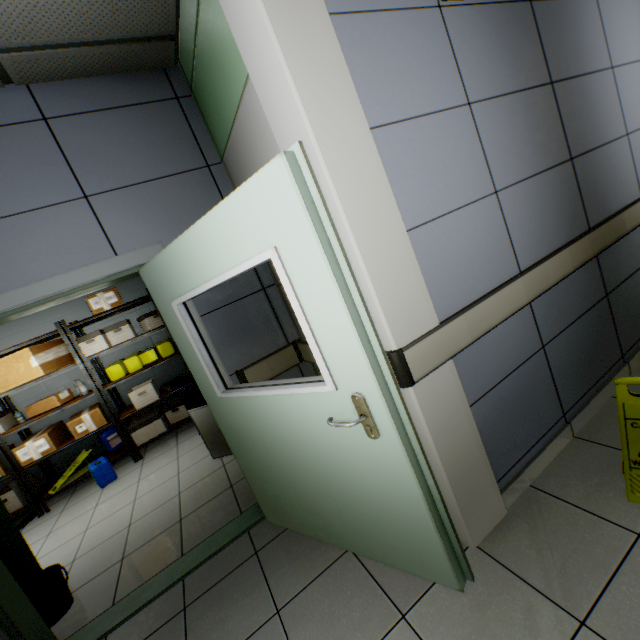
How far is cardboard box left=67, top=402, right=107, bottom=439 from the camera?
4.4m

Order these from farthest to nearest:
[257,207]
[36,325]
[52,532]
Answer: [36,325]
[52,532]
[257,207]

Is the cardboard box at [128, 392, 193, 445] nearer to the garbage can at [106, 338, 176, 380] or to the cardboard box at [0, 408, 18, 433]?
the garbage can at [106, 338, 176, 380]

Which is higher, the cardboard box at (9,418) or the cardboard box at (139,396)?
the cardboard box at (9,418)

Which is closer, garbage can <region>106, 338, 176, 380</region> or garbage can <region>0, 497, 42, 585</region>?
garbage can <region>0, 497, 42, 585</region>

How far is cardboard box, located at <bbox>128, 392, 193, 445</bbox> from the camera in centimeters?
474cm

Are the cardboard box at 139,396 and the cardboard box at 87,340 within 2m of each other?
yes

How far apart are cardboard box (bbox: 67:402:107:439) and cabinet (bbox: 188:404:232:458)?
2.08m
